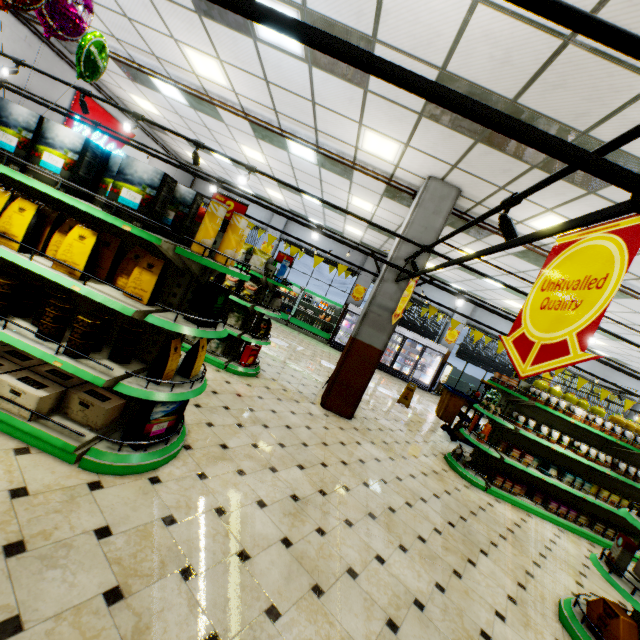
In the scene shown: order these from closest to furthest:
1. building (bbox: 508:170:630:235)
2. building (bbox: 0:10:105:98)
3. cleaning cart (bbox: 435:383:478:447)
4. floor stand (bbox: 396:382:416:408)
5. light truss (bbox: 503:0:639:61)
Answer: light truss (bbox: 503:0:639:61) < building (bbox: 508:170:630:235) < building (bbox: 0:10:105:98) < cleaning cart (bbox: 435:383:478:447) < floor stand (bbox: 396:382:416:408)

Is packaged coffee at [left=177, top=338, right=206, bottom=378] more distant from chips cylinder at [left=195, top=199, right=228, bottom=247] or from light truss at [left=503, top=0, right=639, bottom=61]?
light truss at [left=503, top=0, right=639, bottom=61]

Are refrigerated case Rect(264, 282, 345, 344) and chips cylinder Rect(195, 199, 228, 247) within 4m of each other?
no

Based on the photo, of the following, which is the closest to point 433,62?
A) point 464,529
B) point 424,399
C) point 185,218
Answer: point 185,218

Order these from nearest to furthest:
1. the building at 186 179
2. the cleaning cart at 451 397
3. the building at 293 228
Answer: the cleaning cart at 451 397, the building at 186 179, the building at 293 228

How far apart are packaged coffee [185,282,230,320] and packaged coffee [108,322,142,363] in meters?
0.5

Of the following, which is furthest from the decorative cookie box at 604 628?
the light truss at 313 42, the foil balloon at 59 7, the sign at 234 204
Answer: the foil balloon at 59 7

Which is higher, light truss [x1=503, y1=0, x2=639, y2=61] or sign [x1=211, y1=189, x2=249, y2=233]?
light truss [x1=503, y1=0, x2=639, y2=61]
